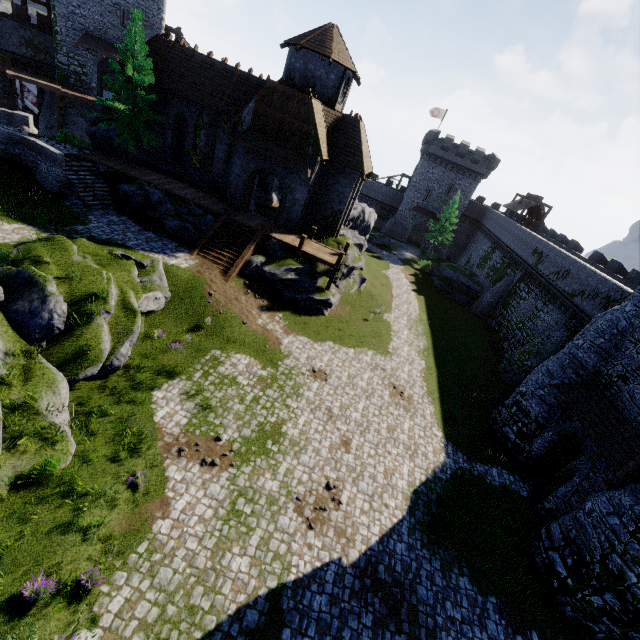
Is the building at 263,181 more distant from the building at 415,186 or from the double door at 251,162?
the building at 415,186

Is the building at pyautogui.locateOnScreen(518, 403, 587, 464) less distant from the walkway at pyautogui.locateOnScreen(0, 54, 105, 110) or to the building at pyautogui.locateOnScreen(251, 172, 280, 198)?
the building at pyautogui.locateOnScreen(251, 172, 280, 198)

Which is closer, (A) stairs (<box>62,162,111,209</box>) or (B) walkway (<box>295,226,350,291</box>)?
(A) stairs (<box>62,162,111,209</box>)

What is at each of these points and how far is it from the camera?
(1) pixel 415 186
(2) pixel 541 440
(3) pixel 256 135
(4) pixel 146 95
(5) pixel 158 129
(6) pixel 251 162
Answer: (1) building, 53.8 meters
(2) building, 18.2 meters
(3) awning, 22.9 meters
(4) tree, 24.6 meters
(5) building, 27.3 meters
(6) double door, 24.1 meters

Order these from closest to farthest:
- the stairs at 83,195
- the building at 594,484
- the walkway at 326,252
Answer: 1. the building at 594,484
2. the stairs at 83,195
3. the walkway at 326,252

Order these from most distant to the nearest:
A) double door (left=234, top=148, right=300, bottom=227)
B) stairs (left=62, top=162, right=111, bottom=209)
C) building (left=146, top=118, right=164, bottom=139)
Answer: building (left=146, top=118, right=164, bottom=139), double door (left=234, top=148, right=300, bottom=227), stairs (left=62, top=162, right=111, bottom=209)

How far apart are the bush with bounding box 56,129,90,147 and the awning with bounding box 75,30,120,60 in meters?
14.8 m

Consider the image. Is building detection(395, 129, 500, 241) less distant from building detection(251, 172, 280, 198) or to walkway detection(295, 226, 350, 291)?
building detection(251, 172, 280, 198)
